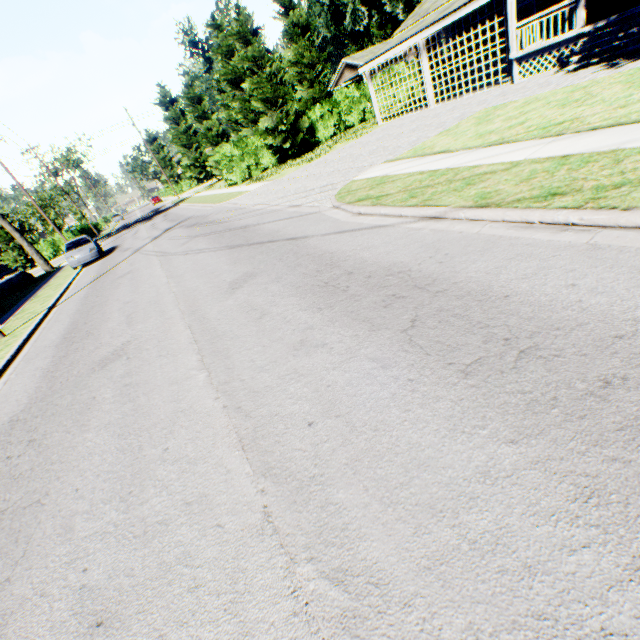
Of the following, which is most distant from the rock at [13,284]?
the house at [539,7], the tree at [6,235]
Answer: the house at [539,7]

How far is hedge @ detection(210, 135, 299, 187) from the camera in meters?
25.6

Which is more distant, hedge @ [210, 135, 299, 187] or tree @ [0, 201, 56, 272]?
tree @ [0, 201, 56, 272]

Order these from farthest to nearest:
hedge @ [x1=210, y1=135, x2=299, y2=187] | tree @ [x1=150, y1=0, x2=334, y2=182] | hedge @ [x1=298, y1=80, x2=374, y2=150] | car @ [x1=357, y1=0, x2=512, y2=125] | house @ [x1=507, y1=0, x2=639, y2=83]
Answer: hedge @ [x1=298, y1=80, x2=374, y2=150], hedge @ [x1=210, y1=135, x2=299, y2=187], tree @ [x1=150, y1=0, x2=334, y2=182], car @ [x1=357, y1=0, x2=512, y2=125], house @ [x1=507, y1=0, x2=639, y2=83]

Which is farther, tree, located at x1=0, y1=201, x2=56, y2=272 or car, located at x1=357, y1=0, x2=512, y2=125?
tree, located at x1=0, y1=201, x2=56, y2=272

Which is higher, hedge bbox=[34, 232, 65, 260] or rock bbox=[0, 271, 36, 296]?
hedge bbox=[34, 232, 65, 260]

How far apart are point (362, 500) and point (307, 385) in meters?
1.3

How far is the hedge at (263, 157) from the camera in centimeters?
2564cm
